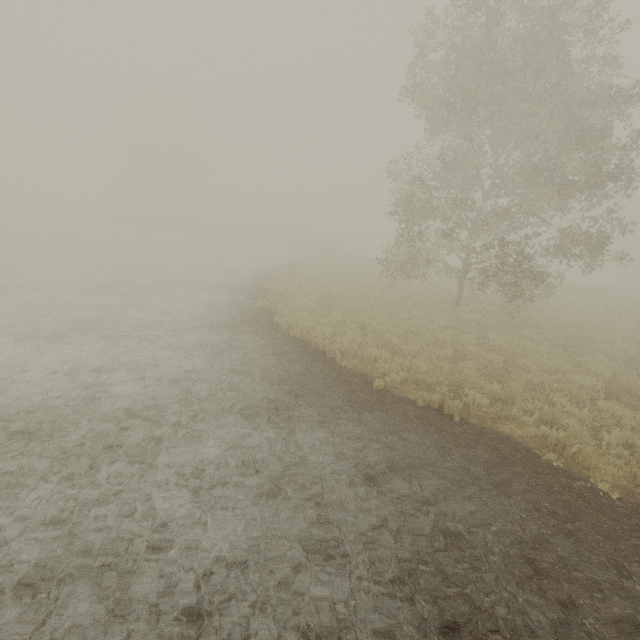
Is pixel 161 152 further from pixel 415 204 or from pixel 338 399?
pixel 338 399
